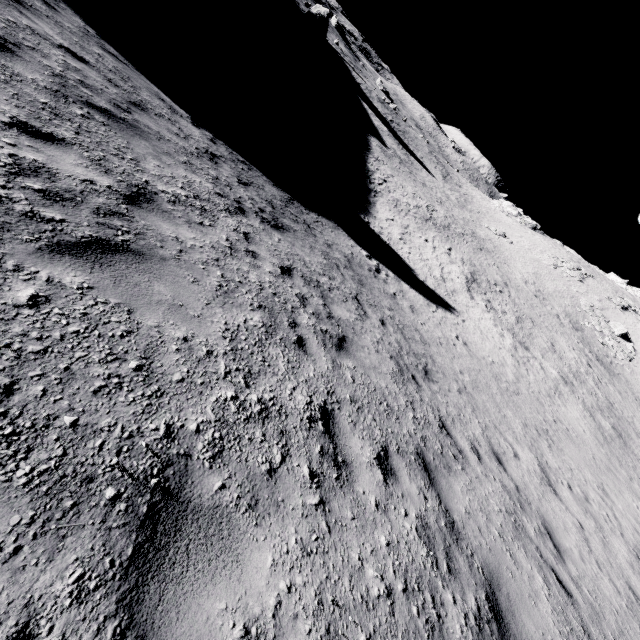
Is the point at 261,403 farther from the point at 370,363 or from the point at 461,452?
the point at 461,452
